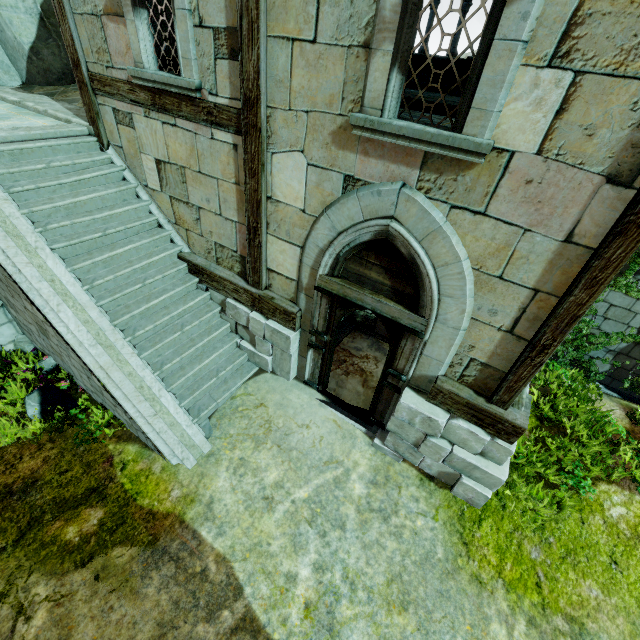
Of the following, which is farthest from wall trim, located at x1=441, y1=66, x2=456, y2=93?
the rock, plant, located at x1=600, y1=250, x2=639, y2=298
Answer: plant, located at x1=600, y1=250, x2=639, y2=298

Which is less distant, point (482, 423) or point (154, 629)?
point (154, 629)

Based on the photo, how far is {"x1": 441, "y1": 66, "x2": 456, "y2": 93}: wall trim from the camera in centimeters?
1053cm

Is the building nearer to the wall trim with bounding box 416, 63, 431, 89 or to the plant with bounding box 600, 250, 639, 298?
the plant with bounding box 600, 250, 639, 298

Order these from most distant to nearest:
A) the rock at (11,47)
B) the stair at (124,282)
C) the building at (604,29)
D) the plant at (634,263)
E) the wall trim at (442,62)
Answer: the wall trim at (442,62)
the rock at (11,47)
the plant at (634,263)
the stair at (124,282)
the building at (604,29)

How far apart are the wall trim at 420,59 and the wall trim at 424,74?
0.1 meters

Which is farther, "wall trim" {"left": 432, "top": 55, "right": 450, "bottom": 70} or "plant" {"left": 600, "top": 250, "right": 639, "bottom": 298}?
"wall trim" {"left": 432, "top": 55, "right": 450, "bottom": 70}

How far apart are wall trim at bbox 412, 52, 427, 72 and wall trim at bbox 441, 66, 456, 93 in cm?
10
